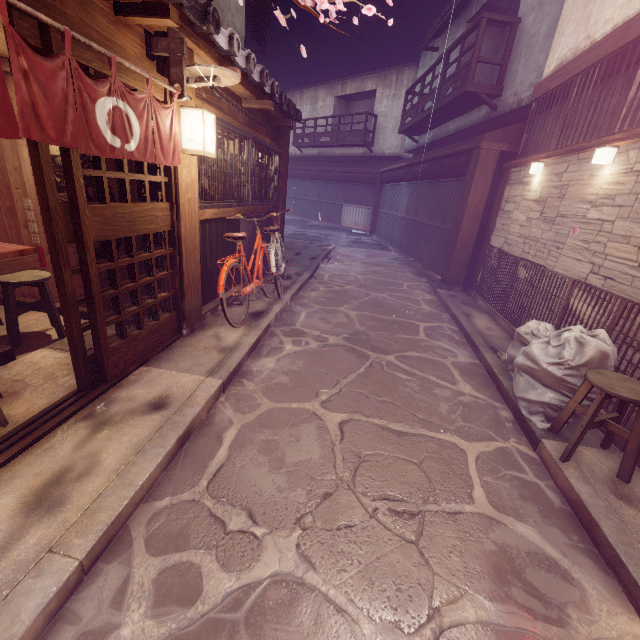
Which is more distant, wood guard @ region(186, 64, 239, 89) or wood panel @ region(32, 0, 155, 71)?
wood guard @ region(186, 64, 239, 89)

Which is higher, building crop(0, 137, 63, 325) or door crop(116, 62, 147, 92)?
door crop(116, 62, 147, 92)

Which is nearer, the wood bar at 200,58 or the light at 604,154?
the wood bar at 200,58

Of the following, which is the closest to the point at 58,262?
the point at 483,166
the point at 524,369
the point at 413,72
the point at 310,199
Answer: the point at 524,369

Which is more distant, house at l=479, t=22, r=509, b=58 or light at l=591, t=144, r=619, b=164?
house at l=479, t=22, r=509, b=58

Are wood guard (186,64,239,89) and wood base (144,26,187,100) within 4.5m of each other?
yes

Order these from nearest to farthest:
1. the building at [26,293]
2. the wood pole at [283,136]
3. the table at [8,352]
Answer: the table at [8,352] → the building at [26,293] → the wood pole at [283,136]

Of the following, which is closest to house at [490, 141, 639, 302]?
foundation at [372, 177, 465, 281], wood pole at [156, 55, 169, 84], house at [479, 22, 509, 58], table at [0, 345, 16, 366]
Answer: foundation at [372, 177, 465, 281]
